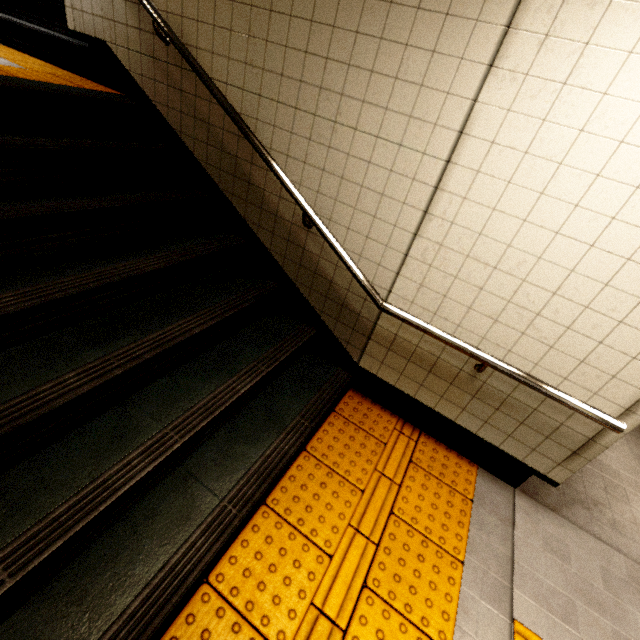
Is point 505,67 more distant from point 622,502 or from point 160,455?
point 622,502

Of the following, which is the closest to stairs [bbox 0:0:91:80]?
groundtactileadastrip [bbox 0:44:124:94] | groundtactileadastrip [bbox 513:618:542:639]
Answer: groundtactileadastrip [bbox 0:44:124:94]

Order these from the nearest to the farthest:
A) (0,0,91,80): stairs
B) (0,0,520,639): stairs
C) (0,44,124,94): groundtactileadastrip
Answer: (0,0,520,639): stairs, (0,44,124,94): groundtactileadastrip, (0,0,91,80): stairs

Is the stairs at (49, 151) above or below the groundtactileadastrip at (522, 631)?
above

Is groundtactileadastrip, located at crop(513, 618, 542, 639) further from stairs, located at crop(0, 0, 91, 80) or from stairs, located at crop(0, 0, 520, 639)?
stairs, located at crop(0, 0, 91, 80)

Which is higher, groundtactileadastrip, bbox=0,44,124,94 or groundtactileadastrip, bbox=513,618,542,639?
groundtactileadastrip, bbox=0,44,124,94

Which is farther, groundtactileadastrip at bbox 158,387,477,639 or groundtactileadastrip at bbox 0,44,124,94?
groundtactileadastrip at bbox 0,44,124,94

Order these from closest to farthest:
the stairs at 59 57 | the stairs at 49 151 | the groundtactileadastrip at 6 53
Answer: the stairs at 49 151 → the groundtactileadastrip at 6 53 → the stairs at 59 57
